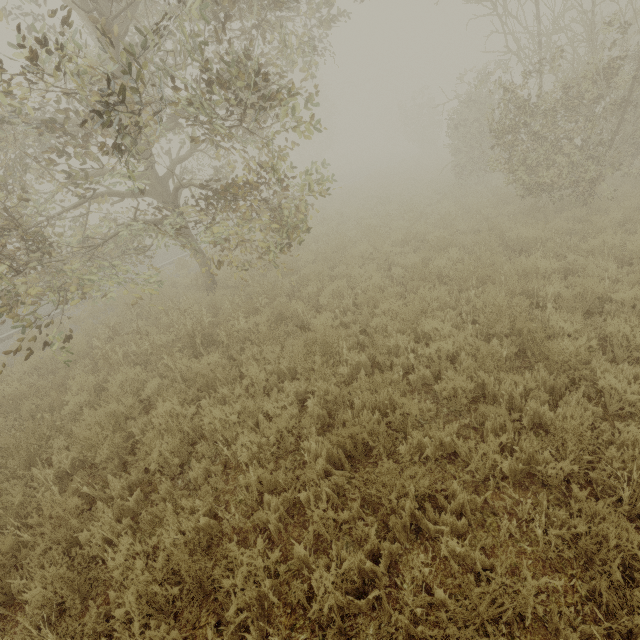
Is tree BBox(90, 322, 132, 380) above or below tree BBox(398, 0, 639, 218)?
below

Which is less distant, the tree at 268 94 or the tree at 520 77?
the tree at 268 94

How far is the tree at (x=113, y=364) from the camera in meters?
6.5 m

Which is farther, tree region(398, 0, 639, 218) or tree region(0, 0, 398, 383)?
tree region(398, 0, 639, 218)

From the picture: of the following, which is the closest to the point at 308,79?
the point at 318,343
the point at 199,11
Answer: the point at 199,11

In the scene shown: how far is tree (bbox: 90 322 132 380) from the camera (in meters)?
6.53

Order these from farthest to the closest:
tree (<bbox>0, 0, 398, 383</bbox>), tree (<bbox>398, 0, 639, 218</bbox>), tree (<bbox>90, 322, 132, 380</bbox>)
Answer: tree (<bbox>398, 0, 639, 218</bbox>), tree (<bbox>90, 322, 132, 380</bbox>), tree (<bbox>0, 0, 398, 383</bbox>)
